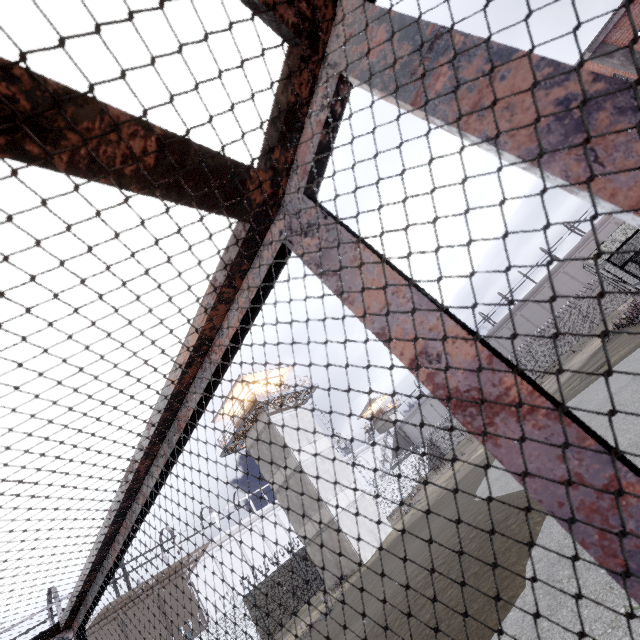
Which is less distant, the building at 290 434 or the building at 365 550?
the building at 365 550

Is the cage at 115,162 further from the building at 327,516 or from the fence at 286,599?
the building at 327,516

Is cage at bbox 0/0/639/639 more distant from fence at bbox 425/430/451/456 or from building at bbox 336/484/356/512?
building at bbox 336/484/356/512

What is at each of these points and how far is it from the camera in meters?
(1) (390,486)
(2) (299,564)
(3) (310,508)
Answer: (1) fence, 34.1
(2) fence, 23.3
(3) building, 22.0

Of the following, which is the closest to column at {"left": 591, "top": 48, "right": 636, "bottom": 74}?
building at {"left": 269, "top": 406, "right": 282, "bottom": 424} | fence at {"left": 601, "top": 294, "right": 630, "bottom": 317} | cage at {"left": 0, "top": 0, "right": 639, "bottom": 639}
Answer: cage at {"left": 0, "top": 0, "right": 639, "bottom": 639}

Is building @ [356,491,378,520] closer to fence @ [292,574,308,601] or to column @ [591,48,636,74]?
fence @ [292,574,308,601]
